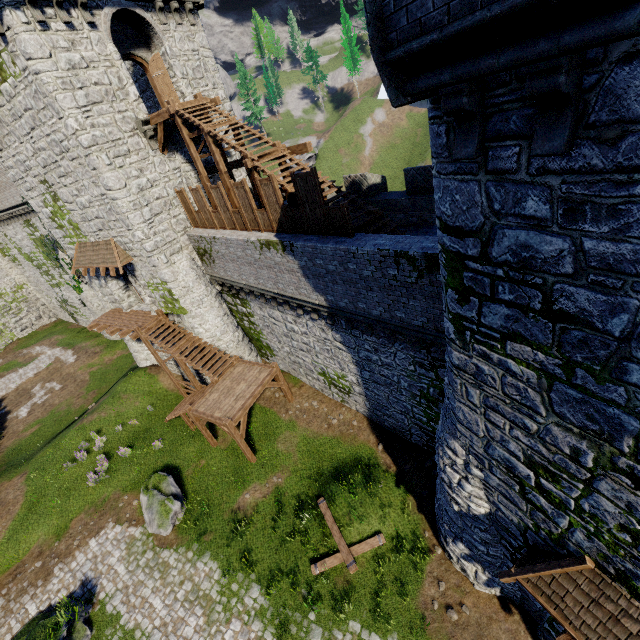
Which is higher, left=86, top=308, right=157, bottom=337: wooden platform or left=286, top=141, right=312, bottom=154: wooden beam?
left=286, top=141, right=312, bottom=154: wooden beam

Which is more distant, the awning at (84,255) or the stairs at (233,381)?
the awning at (84,255)

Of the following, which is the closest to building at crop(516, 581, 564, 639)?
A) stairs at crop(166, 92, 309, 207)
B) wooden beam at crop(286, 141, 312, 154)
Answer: stairs at crop(166, 92, 309, 207)

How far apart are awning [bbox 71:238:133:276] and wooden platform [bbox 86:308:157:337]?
3.09m

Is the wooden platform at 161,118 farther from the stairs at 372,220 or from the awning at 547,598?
the awning at 547,598

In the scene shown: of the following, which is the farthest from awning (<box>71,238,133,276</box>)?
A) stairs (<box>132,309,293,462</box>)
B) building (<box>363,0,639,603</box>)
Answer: building (<box>363,0,639,603</box>)

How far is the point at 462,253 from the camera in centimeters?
513cm

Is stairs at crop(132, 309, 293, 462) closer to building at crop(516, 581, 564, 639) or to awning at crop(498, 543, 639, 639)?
building at crop(516, 581, 564, 639)
